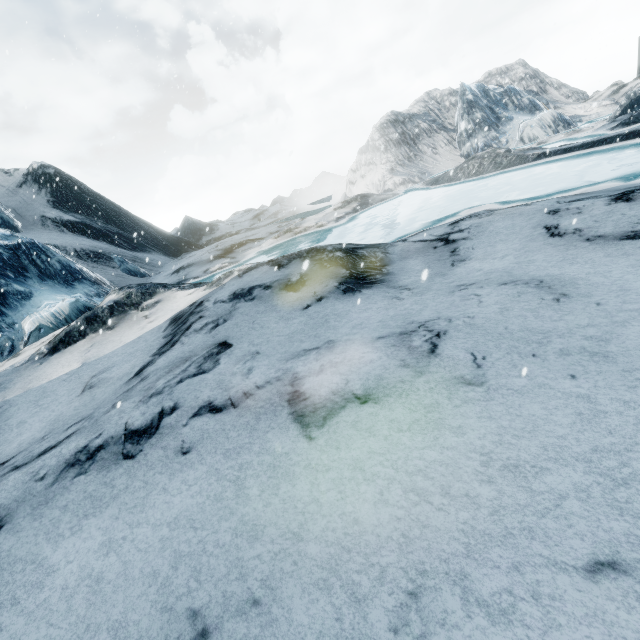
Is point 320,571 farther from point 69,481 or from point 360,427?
point 69,481
